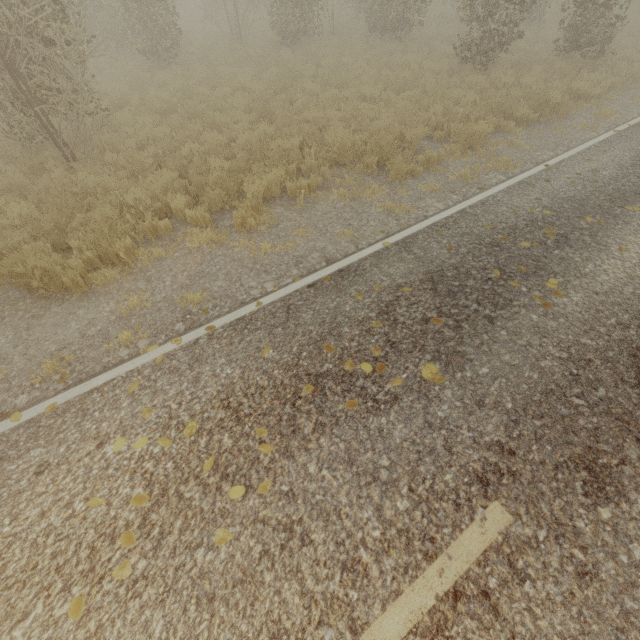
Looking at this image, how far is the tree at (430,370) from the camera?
3.6 meters

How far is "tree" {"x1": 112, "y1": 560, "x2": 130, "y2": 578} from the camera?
2.5m

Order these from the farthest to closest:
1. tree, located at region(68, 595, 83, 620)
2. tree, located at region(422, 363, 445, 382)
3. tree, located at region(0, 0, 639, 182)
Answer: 1. tree, located at region(0, 0, 639, 182)
2. tree, located at region(422, 363, 445, 382)
3. tree, located at region(68, 595, 83, 620)

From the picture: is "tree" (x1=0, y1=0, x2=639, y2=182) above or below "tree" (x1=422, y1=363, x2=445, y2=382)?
above

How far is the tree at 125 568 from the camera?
2.55m

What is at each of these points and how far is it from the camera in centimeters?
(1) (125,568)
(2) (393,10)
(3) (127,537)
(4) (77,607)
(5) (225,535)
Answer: (1) tree, 259cm
(2) tree, 1608cm
(3) tree, 274cm
(4) tree, 244cm
(5) tree, 271cm

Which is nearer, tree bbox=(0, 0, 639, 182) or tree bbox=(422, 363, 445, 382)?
tree bbox=(422, 363, 445, 382)
